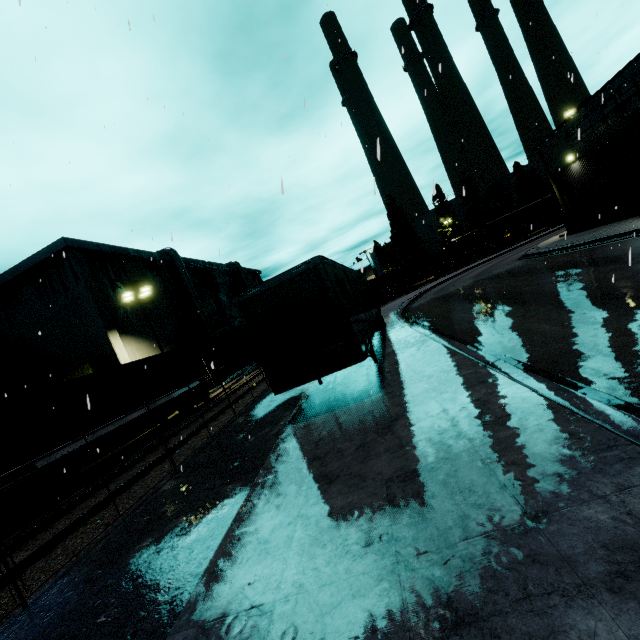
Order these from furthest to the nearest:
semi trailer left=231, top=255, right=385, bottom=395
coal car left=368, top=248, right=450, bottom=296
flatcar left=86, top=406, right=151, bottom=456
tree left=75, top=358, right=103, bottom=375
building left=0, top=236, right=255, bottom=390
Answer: coal car left=368, top=248, right=450, bottom=296 → building left=0, top=236, right=255, bottom=390 → tree left=75, top=358, right=103, bottom=375 → flatcar left=86, top=406, right=151, bottom=456 → semi trailer left=231, top=255, right=385, bottom=395

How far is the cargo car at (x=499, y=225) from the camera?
50.7m

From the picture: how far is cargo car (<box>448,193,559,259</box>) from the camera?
50.69m

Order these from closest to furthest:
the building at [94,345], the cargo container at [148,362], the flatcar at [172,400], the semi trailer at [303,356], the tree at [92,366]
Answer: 1. the semi trailer at [303,356]
2. the cargo container at [148,362]
3. the flatcar at [172,400]
4. the tree at [92,366]
5. the building at [94,345]

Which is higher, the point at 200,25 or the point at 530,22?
the point at 200,25

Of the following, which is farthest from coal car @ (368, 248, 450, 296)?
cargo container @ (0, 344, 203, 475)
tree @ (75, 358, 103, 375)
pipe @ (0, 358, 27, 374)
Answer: tree @ (75, 358, 103, 375)

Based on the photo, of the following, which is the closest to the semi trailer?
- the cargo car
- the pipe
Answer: the cargo car

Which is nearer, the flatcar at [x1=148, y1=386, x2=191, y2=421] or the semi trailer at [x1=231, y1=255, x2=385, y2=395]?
the semi trailer at [x1=231, y1=255, x2=385, y2=395]
